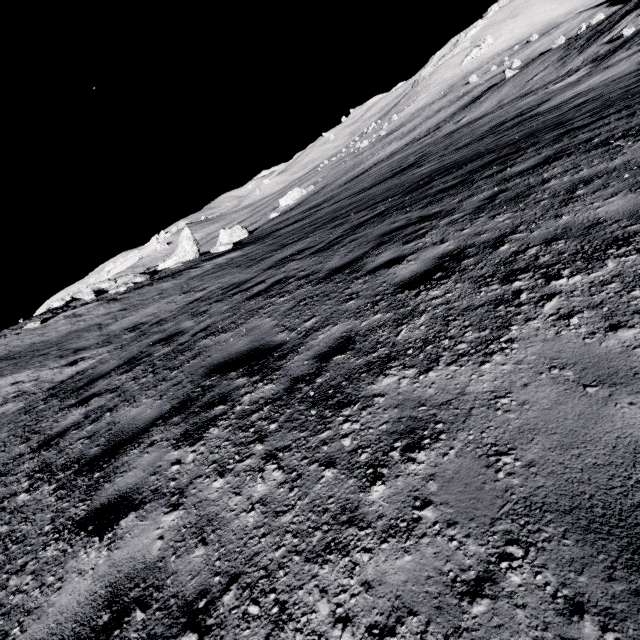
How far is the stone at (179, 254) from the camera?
18.8m

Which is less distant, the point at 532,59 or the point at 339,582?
the point at 339,582

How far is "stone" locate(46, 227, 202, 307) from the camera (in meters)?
18.75
